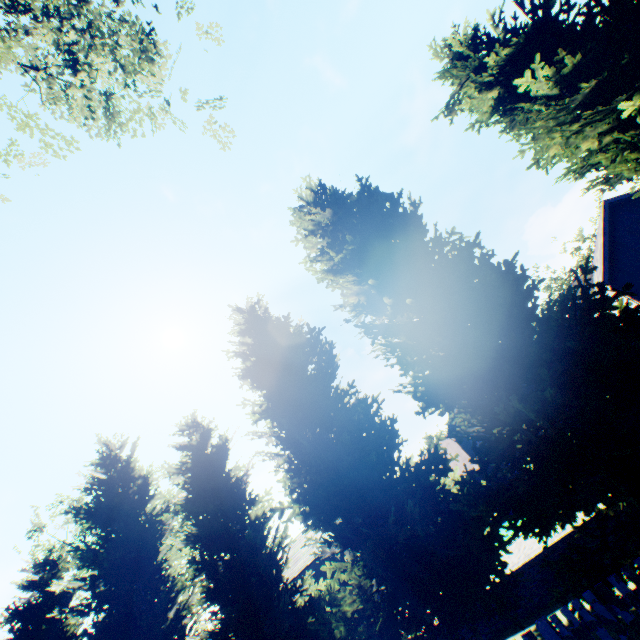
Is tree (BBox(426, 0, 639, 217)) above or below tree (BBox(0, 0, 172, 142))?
below

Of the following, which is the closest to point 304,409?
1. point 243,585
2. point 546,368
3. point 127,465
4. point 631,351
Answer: point 243,585

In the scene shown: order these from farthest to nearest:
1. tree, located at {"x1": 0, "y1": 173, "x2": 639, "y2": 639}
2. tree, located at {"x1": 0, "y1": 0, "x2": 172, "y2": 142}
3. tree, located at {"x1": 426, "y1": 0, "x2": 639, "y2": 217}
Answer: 1. tree, located at {"x1": 426, "y1": 0, "x2": 639, "y2": 217}
2. tree, located at {"x1": 0, "y1": 0, "x2": 172, "y2": 142}
3. tree, located at {"x1": 0, "y1": 173, "x2": 639, "y2": 639}

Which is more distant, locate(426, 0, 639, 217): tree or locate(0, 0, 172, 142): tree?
locate(426, 0, 639, 217): tree

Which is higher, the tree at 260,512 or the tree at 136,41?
the tree at 136,41
